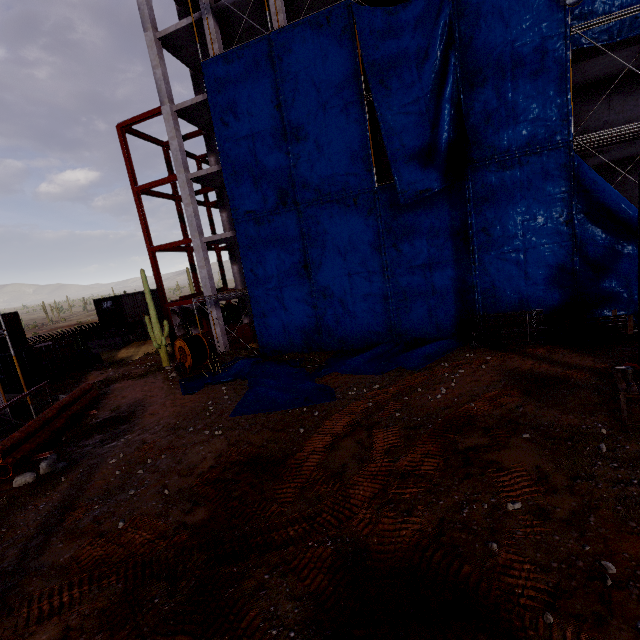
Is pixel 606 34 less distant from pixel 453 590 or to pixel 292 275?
pixel 292 275

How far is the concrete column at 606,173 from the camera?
17.4m

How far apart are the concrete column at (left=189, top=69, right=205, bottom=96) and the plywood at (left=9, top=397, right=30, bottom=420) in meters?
21.1

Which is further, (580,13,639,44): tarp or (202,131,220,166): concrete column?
(202,131,220,166): concrete column

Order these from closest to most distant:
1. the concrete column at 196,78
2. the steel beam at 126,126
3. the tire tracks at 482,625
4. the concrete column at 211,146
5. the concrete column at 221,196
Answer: the tire tracks at 482,625 < the steel beam at 126,126 < the concrete column at 196,78 < the concrete column at 211,146 < the concrete column at 221,196

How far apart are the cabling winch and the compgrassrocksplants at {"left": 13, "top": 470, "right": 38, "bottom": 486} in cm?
709

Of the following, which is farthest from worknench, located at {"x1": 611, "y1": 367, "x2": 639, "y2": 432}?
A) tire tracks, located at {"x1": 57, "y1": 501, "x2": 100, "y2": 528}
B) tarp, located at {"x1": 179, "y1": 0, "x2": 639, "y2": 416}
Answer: tire tracks, located at {"x1": 57, "y1": 501, "x2": 100, "y2": 528}

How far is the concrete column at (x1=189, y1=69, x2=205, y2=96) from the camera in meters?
22.7
